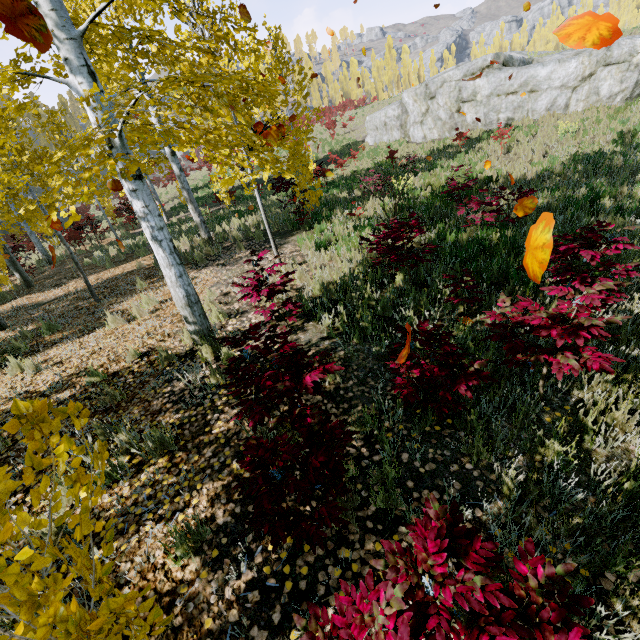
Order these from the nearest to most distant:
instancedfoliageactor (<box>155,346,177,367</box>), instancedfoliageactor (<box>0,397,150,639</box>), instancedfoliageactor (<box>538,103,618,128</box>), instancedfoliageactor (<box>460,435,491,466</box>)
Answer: instancedfoliageactor (<box>0,397,150,639</box>)
instancedfoliageactor (<box>460,435,491,466</box>)
instancedfoliageactor (<box>155,346,177,367</box>)
instancedfoliageactor (<box>538,103,618,128</box>)

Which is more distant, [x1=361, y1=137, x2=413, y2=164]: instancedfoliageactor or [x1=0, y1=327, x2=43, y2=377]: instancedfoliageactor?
[x1=361, y1=137, x2=413, y2=164]: instancedfoliageactor

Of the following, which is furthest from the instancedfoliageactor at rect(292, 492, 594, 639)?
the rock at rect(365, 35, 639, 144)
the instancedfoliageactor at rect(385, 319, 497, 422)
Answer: the rock at rect(365, 35, 639, 144)

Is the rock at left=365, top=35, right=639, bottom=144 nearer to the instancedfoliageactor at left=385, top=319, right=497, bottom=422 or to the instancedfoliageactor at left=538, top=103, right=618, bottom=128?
the instancedfoliageactor at left=538, top=103, right=618, bottom=128

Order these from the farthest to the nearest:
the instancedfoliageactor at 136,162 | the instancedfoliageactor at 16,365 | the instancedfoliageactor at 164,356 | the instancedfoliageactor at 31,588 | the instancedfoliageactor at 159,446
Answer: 1. the instancedfoliageactor at 16,365
2. the instancedfoliageactor at 164,356
3. the instancedfoliageactor at 159,446
4. the instancedfoliageactor at 136,162
5. the instancedfoliageactor at 31,588

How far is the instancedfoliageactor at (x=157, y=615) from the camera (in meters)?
1.32

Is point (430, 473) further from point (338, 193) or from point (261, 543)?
point (338, 193)
